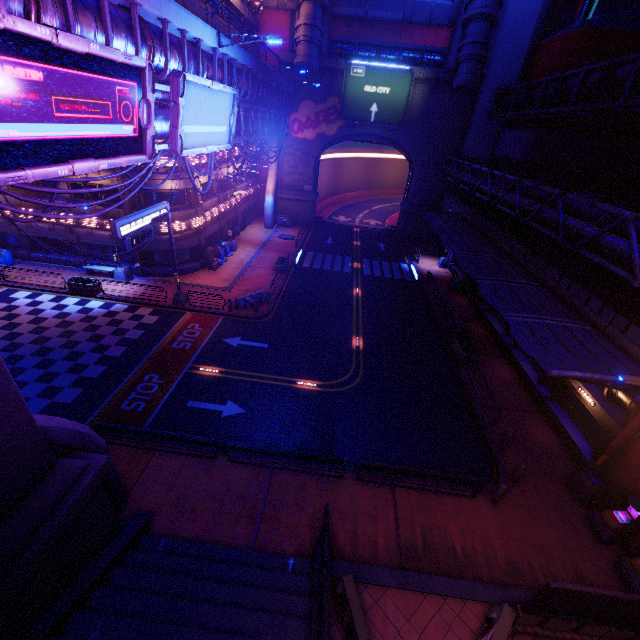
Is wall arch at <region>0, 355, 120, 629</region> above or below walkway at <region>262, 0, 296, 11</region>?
below

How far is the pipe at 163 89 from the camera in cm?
1359

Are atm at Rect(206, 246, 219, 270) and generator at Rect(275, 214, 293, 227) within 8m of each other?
no

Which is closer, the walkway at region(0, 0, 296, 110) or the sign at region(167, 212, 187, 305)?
the walkway at region(0, 0, 296, 110)

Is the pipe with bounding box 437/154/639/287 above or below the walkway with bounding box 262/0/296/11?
below

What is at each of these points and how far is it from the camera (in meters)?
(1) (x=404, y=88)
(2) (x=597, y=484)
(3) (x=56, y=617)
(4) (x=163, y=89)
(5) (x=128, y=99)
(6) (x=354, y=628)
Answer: (1) sign, 35.75
(2) street light, 12.99
(3) beam, 7.45
(4) pipe, 13.45
(5) sign, 10.20
(6) fence, 8.73

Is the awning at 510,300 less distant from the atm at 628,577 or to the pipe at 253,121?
the atm at 628,577

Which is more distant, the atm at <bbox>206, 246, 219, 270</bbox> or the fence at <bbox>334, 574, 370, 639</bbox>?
the atm at <bbox>206, 246, 219, 270</bbox>
